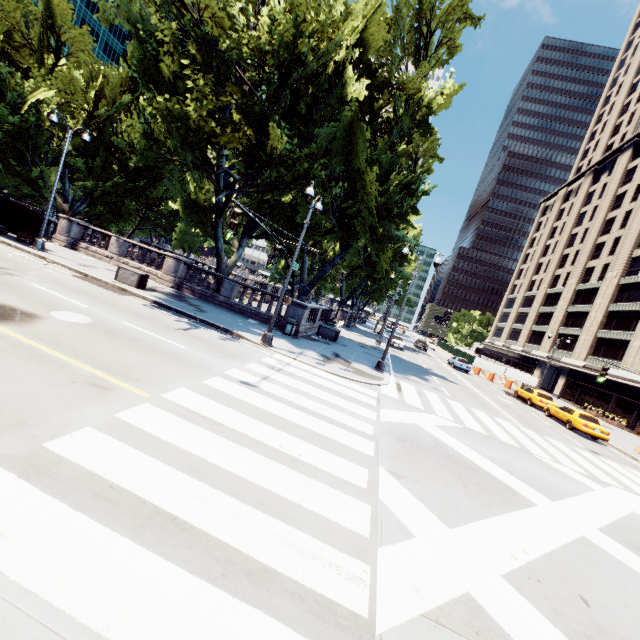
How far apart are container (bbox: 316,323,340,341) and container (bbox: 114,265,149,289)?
11.45m

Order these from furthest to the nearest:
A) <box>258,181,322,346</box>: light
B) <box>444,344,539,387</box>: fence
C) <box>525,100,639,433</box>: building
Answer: <box>444,344,539,387</box>: fence, <box>525,100,639,433</box>: building, <box>258,181,322,346</box>: light

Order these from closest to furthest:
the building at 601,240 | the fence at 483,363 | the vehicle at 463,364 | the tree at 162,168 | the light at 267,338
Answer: the light at 267,338
the tree at 162,168
the vehicle at 463,364
the building at 601,240
the fence at 483,363

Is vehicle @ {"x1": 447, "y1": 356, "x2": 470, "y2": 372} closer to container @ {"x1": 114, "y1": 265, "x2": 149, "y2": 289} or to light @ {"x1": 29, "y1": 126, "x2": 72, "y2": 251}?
container @ {"x1": 114, "y1": 265, "x2": 149, "y2": 289}

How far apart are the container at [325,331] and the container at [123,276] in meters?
11.4 m

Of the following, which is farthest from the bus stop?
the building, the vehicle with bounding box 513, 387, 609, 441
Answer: the building

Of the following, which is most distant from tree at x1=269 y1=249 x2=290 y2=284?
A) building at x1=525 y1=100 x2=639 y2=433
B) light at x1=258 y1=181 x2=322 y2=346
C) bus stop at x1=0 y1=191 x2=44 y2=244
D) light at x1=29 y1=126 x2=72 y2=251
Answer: → building at x1=525 y1=100 x2=639 y2=433

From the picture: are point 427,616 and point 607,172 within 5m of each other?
no
